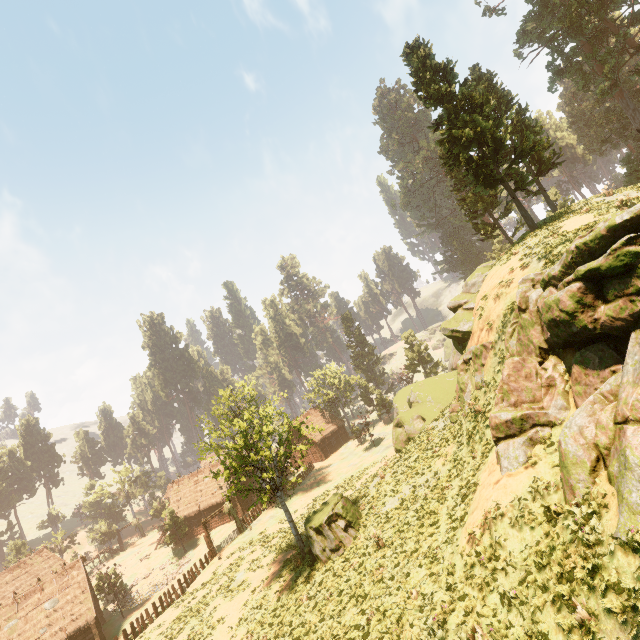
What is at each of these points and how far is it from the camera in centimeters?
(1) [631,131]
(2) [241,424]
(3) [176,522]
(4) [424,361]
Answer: (1) treerock, 4672cm
(2) treerock, 2258cm
(3) treerock, 4494cm
(4) treerock, 5409cm

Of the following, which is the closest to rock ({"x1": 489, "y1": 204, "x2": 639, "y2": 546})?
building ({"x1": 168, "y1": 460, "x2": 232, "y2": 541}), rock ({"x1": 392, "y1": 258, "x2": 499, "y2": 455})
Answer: rock ({"x1": 392, "y1": 258, "x2": 499, "y2": 455})

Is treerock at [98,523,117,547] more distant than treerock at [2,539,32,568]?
Yes

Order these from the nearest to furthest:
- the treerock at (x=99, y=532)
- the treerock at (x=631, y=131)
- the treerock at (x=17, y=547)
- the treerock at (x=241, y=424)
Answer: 1. the treerock at (x=241, y=424)
2. the treerock at (x=631, y=131)
3. the treerock at (x=17, y=547)
4. the treerock at (x=99, y=532)

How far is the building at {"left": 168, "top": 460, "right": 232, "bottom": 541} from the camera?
45.81m

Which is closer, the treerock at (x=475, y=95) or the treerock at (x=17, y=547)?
the treerock at (x=475, y=95)

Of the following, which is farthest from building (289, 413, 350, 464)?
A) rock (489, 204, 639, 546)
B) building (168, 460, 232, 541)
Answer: rock (489, 204, 639, 546)

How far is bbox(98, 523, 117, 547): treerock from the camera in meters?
56.9
